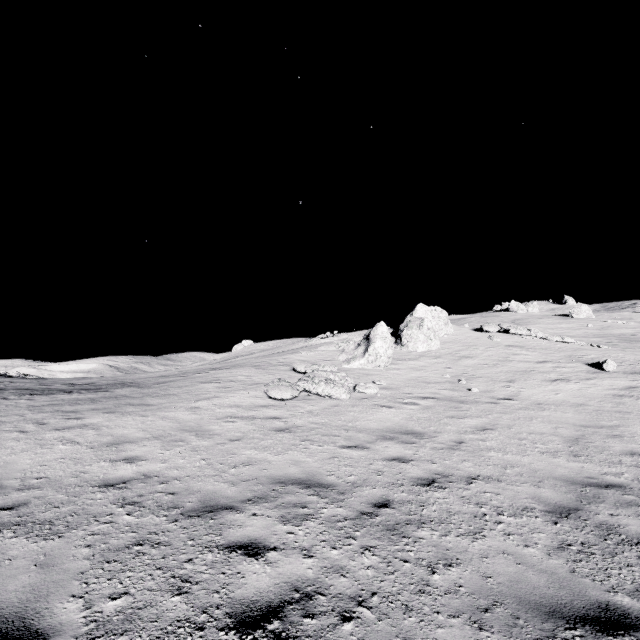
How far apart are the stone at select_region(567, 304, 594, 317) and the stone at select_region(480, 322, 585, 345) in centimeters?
4149cm

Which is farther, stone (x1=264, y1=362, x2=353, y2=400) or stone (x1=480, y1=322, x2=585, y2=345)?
stone (x1=480, y1=322, x2=585, y2=345)

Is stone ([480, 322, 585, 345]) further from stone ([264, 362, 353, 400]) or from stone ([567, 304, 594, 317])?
stone ([567, 304, 594, 317])

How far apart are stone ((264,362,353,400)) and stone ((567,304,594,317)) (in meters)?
57.62

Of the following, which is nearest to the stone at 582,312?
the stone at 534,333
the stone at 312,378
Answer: the stone at 534,333

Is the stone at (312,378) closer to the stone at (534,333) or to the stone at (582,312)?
the stone at (534,333)

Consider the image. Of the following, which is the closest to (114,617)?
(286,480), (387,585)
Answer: (387,585)
